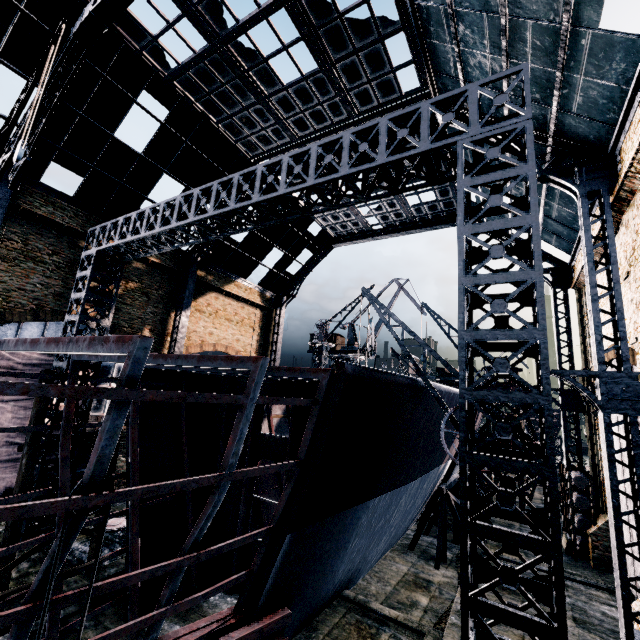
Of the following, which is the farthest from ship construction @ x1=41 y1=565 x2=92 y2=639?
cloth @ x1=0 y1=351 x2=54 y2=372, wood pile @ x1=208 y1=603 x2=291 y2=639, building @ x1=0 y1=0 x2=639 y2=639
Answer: cloth @ x1=0 y1=351 x2=54 y2=372

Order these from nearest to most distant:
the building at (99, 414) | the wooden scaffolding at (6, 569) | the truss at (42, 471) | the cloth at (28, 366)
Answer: the wooden scaffolding at (6, 569) → the truss at (42, 471) → the cloth at (28, 366) → the building at (99, 414)

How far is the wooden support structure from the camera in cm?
2188

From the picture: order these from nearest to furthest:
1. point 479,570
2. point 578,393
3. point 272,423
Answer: point 479,570 → point 578,393 → point 272,423

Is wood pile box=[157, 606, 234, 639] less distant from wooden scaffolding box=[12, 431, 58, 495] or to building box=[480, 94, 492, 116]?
wooden scaffolding box=[12, 431, 58, 495]

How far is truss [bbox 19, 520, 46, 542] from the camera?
14.6m

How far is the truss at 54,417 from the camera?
15.7 meters

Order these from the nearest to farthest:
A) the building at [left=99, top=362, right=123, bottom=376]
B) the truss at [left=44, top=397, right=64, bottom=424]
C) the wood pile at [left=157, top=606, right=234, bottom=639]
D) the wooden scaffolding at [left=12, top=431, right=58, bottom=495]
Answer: the wood pile at [left=157, top=606, right=234, bottom=639]
the wooden scaffolding at [left=12, top=431, right=58, bottom=495]
the truss at [left=44, top=397, right=64, bottom=424]
the building at [left=99, top=362, right=123, bottom=376]
